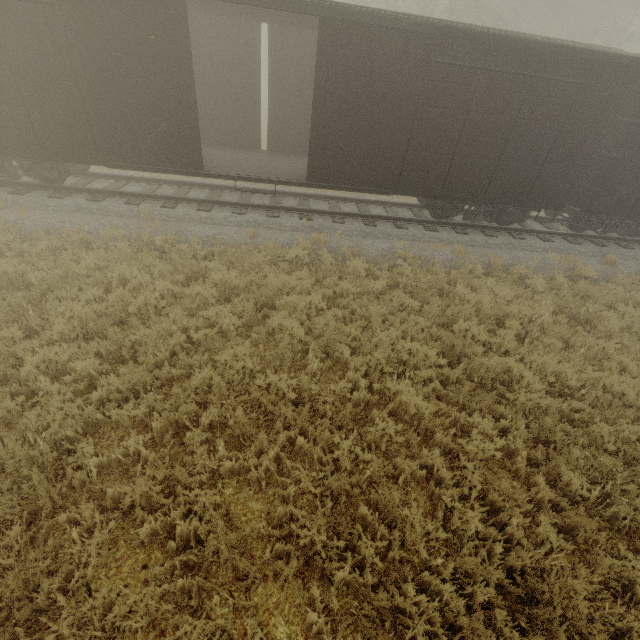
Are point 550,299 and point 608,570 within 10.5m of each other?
yes
